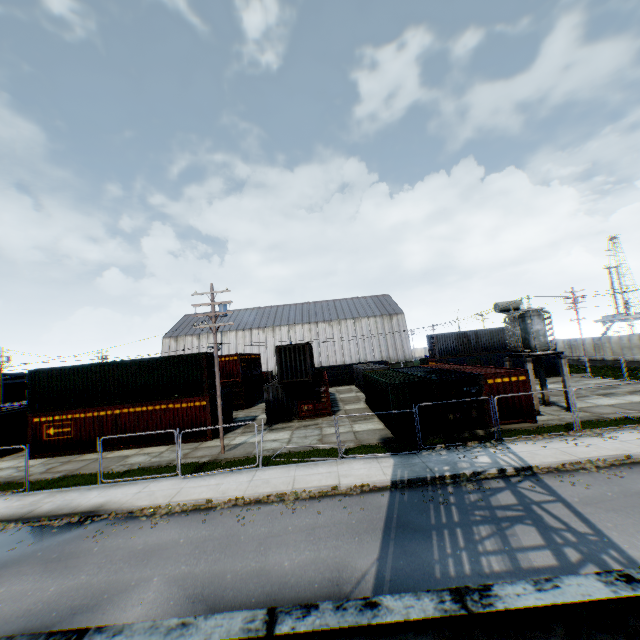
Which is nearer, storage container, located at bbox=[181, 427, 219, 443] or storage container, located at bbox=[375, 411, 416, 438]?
storage container, located at bbox=[375, 411, 416, 438]

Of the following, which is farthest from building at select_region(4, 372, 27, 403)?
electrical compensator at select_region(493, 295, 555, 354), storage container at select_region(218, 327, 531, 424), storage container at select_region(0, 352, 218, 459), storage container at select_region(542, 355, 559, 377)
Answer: electrical compensator at select_region(493, 295, 555, 354)

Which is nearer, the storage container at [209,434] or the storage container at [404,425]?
the storage container at [404,425]

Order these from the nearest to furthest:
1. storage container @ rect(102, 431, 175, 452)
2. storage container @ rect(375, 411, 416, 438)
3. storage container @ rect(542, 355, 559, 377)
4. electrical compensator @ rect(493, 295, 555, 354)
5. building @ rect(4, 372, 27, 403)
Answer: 1. storage container @ rect(375, 411, 416, 438)
2. electrical compensator @ rect(493, 295, 555, 354)
3. storage container @ rect(102, 431, 175, 452)
4. storage container @ rect(542, 355, 559, 377)
5. building @ rect(4, 372, 27, 403)

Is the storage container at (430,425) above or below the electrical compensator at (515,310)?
below

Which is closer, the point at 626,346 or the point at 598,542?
the point at 598,542

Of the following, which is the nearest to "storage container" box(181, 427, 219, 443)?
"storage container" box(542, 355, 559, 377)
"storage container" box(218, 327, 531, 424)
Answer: "storage container" box(218, 327, 531, 424)

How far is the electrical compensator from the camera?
19.89m
